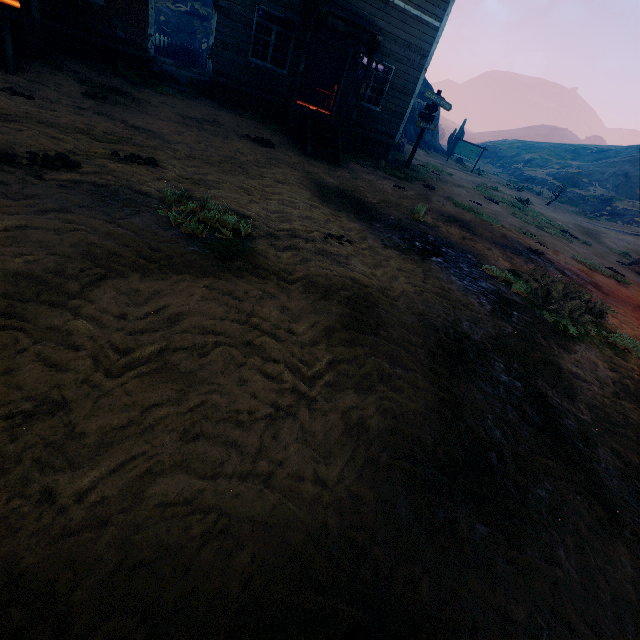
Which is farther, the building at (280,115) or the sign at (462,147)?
the sign at (462,147)

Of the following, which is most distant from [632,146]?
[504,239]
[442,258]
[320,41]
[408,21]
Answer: [442,258]

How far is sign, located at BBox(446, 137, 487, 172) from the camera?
29.98m

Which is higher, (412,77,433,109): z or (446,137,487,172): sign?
(412,77,433,109): z

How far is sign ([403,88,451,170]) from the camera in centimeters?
1338cm

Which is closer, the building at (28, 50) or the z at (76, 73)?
the z at (76, 73)

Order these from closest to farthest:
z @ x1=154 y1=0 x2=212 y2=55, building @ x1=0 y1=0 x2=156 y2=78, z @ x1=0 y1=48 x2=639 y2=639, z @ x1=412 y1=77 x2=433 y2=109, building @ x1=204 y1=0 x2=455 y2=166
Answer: z @ x1=0 y1=48 x2=639 y2=639 → building @ x1=0 y1=0 x2=156 y2=78 → building @ x1=204 y1=0 x2=455 y2=166 → z @ x1=154 y1=0 x2=212 y2=55 → z @ x1=412 y1=77 x2=433 y2=109

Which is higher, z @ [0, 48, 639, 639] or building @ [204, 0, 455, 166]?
building @ [204, 0, 455, 166]
